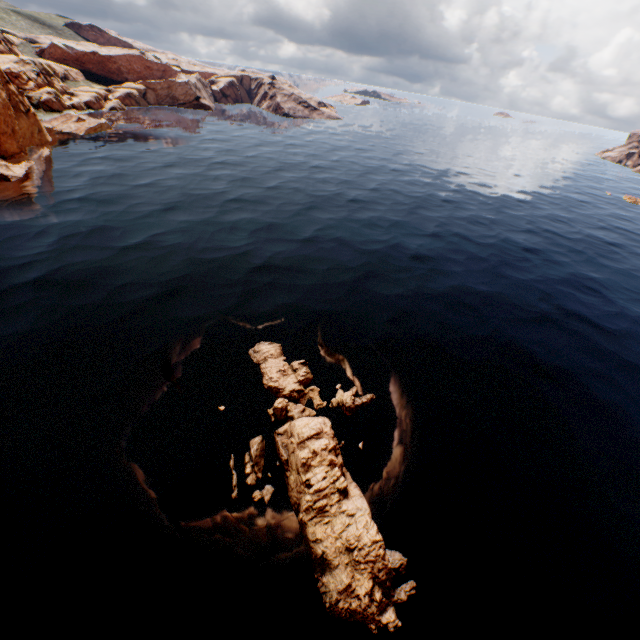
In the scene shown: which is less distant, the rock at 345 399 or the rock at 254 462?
the rock at 254 462

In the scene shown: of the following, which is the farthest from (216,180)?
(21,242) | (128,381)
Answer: (128,381)

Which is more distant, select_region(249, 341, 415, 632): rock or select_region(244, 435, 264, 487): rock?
select_region(244, 435, 264, 487): rock

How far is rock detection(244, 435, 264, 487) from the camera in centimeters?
1714cm

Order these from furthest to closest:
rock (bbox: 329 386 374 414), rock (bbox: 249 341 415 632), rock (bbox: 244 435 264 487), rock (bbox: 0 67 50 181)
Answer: rock (bbox: 0 67 50 181) → rock (bbox: 329 386 374 414) → rock (bbox: 244 435 264 487) → rock (bbox: 249 341 415 632)
